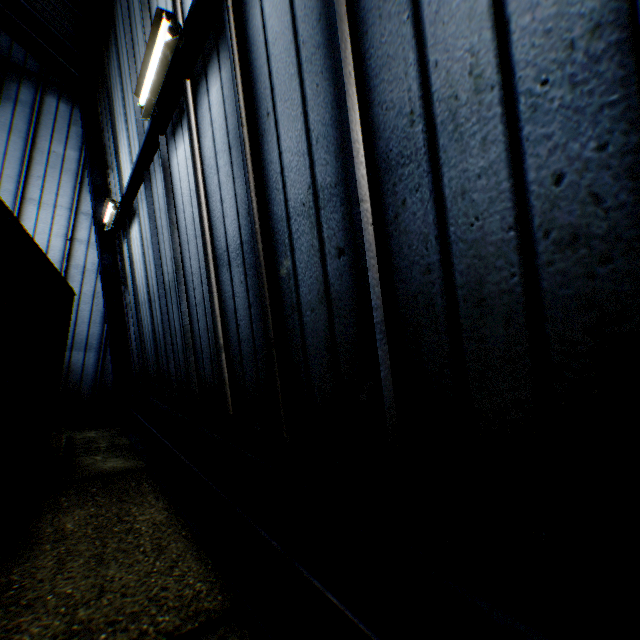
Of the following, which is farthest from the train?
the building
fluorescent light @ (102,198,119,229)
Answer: fluorescent light @ (102,198,119,229)

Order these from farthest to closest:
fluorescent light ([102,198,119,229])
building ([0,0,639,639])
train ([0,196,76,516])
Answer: fluorescent light ([102,198,119,229])
train ([0,196,76,516])
building ([0,0,639,639])

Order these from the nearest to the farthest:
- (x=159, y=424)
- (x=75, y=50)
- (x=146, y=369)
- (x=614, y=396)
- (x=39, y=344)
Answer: (x=614, y=396) → (x=39, y=344) → (x=159, y=424) → (x=146, y=369) → (x=75, y=50)

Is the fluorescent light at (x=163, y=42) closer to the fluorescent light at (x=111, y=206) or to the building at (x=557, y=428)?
the building at (x=557, y=428)

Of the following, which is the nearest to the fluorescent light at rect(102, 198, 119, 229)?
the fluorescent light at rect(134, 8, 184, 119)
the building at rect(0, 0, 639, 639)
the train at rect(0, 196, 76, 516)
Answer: the building at rect(0, 0, 639, 639)

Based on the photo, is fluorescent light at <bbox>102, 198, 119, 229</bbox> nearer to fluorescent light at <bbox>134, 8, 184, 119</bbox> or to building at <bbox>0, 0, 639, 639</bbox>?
building at <bbox>0, 0, 639, 639</bbox>

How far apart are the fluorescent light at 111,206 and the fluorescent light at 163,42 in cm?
402

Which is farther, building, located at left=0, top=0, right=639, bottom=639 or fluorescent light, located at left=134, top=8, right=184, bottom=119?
fluorescent light, located at left=134, top=8, right=184, bottom=119
